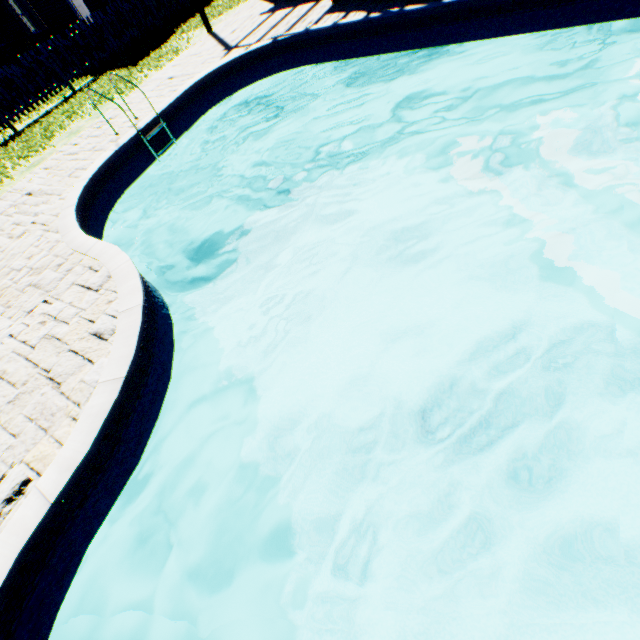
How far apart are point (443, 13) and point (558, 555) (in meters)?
9.37
